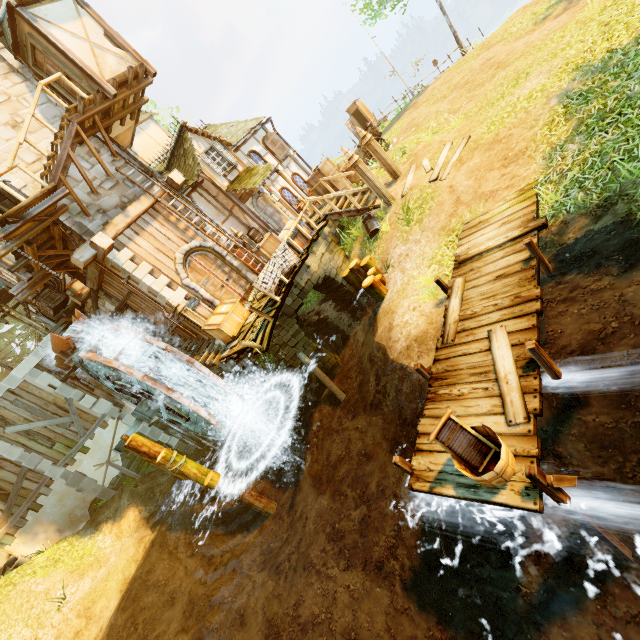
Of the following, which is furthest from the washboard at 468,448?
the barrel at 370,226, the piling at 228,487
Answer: the piling at 228,487

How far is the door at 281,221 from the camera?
14.7m

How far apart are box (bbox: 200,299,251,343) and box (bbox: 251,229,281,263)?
1.3 meters

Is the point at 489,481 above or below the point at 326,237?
below

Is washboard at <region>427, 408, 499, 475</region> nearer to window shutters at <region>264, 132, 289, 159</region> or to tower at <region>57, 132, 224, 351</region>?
tower at <region>57, 132, 224, 351</region>

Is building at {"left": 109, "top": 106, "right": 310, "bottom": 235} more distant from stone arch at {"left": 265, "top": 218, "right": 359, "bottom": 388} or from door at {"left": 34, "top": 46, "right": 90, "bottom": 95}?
stone arch at {"left": 265, "top": 218, "right": 359, "bottom": 388}

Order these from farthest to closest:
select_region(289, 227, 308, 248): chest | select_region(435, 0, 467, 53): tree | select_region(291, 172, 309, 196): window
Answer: select_region(435, 0, 467, 53): tree < select_region(291, 172, 309, 196): window < select_region(289, 227, 308, 248): chest

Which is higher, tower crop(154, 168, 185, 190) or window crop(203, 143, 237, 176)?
tower crop(154, 168, 185, 190)
